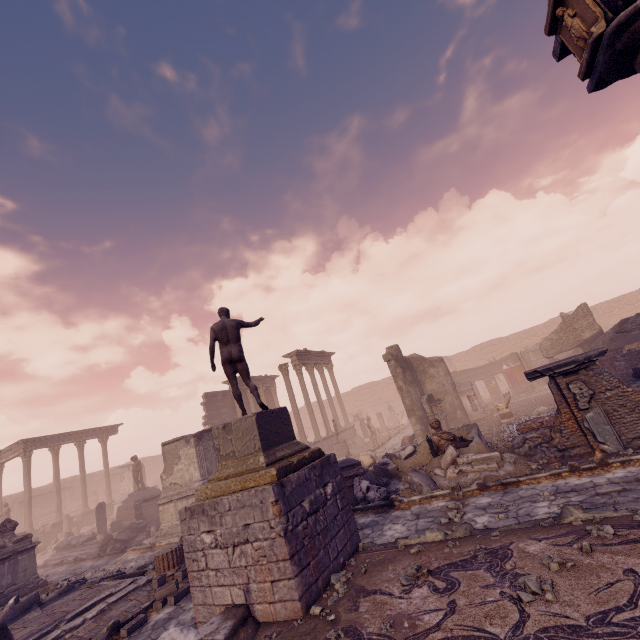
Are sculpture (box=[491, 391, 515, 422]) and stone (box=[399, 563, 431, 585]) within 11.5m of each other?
no

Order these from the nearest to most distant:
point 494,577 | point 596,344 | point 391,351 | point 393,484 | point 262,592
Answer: point 494,577 → point 262,592 → point 393,484 → point 596,344 → point 391,351

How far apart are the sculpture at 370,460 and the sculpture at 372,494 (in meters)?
3.45

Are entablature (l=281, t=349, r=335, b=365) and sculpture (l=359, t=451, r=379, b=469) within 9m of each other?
no

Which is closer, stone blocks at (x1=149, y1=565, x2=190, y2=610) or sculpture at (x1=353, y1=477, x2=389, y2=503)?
stone blocks at (x1=149, y1=565, x2=190, y2=610)

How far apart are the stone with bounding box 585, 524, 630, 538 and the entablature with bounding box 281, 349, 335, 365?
19.84m

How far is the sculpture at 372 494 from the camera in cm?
923

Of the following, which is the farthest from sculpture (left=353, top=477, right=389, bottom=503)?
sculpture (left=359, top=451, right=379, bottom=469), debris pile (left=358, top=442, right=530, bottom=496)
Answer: sculpture (left=359, top=451, right=379, bottom=469)
